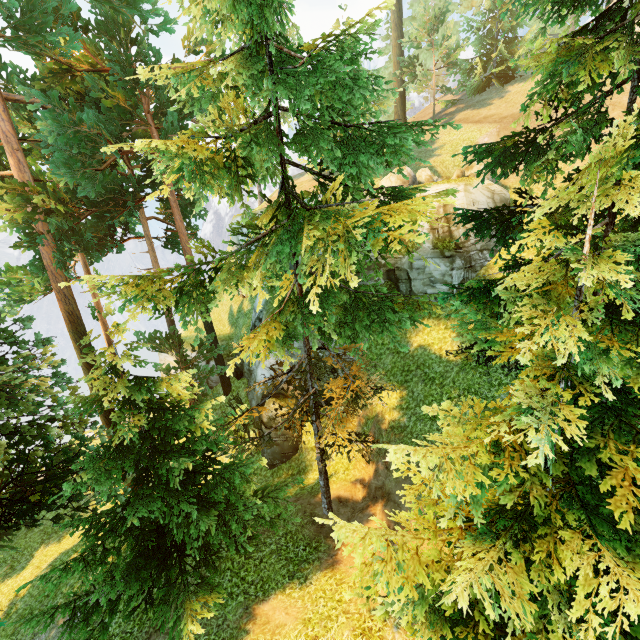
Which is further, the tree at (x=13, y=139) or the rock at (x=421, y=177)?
the rock at (x=421, y=177)

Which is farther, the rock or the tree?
the rock

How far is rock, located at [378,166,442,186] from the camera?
18.3m

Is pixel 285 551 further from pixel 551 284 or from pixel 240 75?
pixel 240 75

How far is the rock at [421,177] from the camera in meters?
18.3
